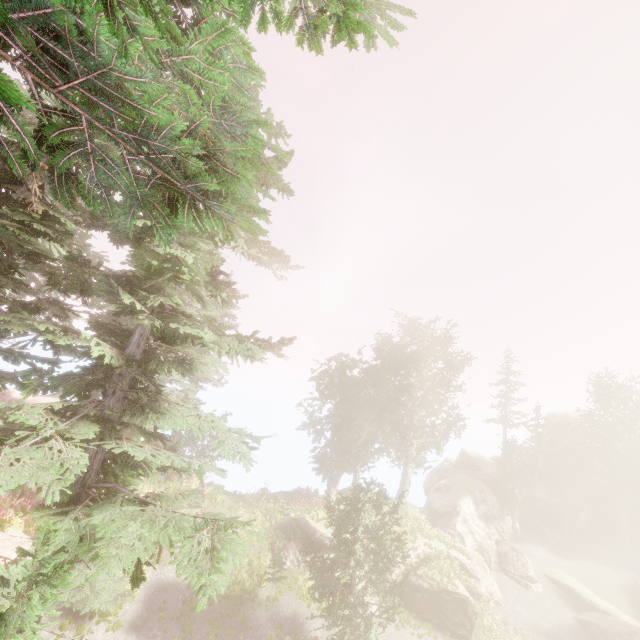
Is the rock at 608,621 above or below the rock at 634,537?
below

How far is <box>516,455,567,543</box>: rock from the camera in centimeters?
3350cm

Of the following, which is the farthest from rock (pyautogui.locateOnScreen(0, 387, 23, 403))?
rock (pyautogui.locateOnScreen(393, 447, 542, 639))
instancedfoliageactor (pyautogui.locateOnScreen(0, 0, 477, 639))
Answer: rock (pyautogui.locateOnScreen(393, 447, 542, 639))

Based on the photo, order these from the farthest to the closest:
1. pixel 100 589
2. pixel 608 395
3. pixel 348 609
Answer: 1. pixel 608 395
2. pixel 348 609
3. pixel 100 589

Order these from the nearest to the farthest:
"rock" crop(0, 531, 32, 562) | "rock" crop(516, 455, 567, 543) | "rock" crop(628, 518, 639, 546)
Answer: "rock" crop(0, 531, 32, 562)
"rock" crop(516, 455, 567, 543)
"rock" crop(628, 518, 639, 546)

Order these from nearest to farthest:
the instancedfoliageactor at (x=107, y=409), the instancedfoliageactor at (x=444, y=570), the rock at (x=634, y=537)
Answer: the instancedfoliageactor at (x=107, y=409), the instancedfoliageactor at (x=444, y=570), the rock at (x=634, y=537)
